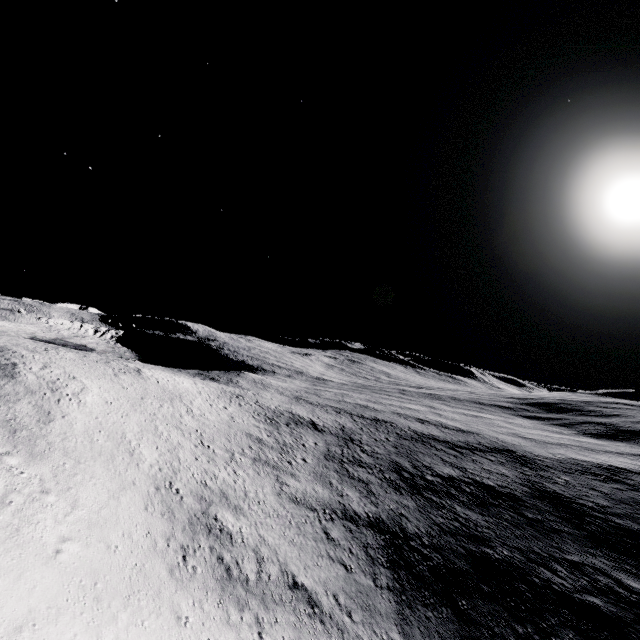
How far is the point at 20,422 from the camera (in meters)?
29.33
